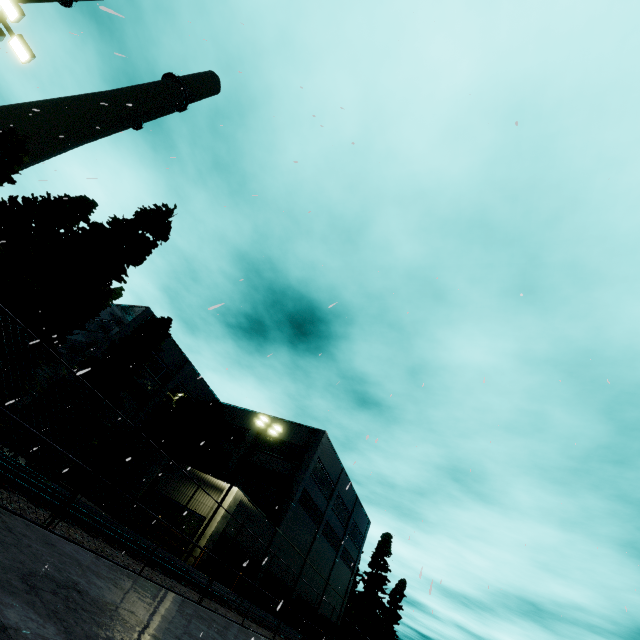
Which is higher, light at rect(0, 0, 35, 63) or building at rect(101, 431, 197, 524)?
light at rect(0, 0, 35, 63)

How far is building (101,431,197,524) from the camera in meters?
24.1 m

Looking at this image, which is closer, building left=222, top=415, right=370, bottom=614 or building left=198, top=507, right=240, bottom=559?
building left=198, top=507, right=240, bottom=559

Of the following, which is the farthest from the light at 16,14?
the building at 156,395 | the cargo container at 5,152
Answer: the building at 156,395

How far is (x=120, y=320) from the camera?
32.97m

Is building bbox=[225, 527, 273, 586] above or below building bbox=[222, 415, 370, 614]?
below

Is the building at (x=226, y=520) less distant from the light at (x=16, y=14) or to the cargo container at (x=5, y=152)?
the light at (x=16, y=14)
